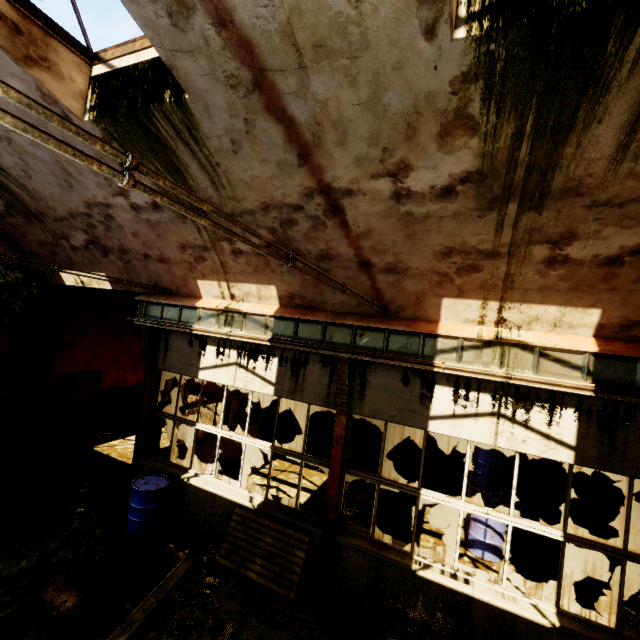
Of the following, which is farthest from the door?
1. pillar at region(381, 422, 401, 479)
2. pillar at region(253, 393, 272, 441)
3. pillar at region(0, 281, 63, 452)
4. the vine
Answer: pillar at region(381, 422, 401, 479)

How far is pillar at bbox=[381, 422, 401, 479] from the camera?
10.1m

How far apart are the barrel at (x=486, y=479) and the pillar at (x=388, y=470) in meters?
2.1

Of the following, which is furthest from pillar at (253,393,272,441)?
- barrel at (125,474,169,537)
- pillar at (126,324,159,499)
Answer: barrel at (125,474,169,537)

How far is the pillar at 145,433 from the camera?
7.6 meters

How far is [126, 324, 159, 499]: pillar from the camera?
7.6m

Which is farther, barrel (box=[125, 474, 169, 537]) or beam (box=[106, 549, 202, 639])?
barrel (box=[125, 474, 169, 537])

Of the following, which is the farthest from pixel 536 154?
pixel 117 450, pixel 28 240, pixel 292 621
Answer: pixel 117 450
